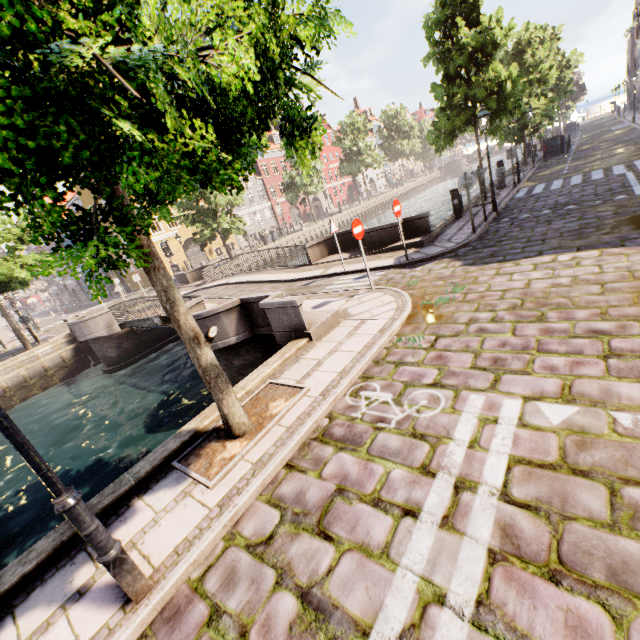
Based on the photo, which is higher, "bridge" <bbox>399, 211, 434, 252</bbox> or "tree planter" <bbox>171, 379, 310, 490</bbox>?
"bridge" <bbox>399, 211, 434, 252</bbox>

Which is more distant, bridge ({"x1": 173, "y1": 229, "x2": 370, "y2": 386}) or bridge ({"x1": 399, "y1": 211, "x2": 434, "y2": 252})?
bridge ({"x1": 399, "y1": 211, "x2": 434, "y2": 252})

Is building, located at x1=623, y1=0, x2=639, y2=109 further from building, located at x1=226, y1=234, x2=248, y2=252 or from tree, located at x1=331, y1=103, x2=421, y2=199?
building, located at x1=226, y1=234, x2=248, y2=252

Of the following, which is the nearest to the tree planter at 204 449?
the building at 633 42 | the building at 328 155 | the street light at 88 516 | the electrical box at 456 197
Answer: the street light at 88 516

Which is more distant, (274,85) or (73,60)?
(274,85)

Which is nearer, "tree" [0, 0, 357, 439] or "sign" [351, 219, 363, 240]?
"tree" [0, 0, 357, 439]

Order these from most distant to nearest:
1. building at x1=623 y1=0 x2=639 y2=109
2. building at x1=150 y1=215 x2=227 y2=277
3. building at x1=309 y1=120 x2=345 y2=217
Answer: Answer: building at x1=309 y1=120 x2=345 y2=217 → building at x1=623 y1=0 x2=639 y2=109 → building at x1=150 y1=215 x2=227 y2=277

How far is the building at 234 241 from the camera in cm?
4050
